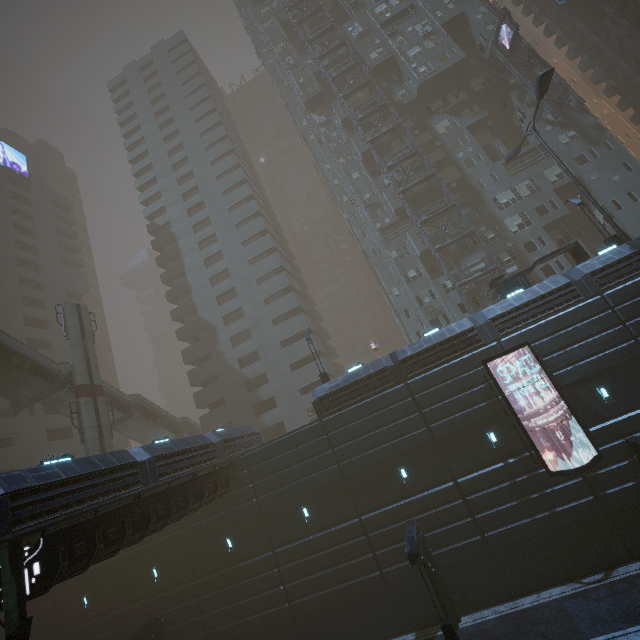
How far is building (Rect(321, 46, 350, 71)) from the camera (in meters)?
44.94

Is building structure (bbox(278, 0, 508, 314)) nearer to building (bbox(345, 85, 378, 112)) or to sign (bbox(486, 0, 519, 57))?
building (bbox(345, 85, 378, 112))

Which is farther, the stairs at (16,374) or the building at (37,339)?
the building at (37,339)

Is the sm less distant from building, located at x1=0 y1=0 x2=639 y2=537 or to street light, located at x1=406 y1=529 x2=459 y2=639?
building, located at x1=0 y1=0 x2=639 y2=537

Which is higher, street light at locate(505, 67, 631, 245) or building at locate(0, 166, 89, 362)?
building at locate(0, 166, 89, 362)

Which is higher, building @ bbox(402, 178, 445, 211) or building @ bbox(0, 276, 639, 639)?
building @ bbox(402, 178, 445, 211)

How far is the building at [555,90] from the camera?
35.56m

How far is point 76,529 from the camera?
11.55m
